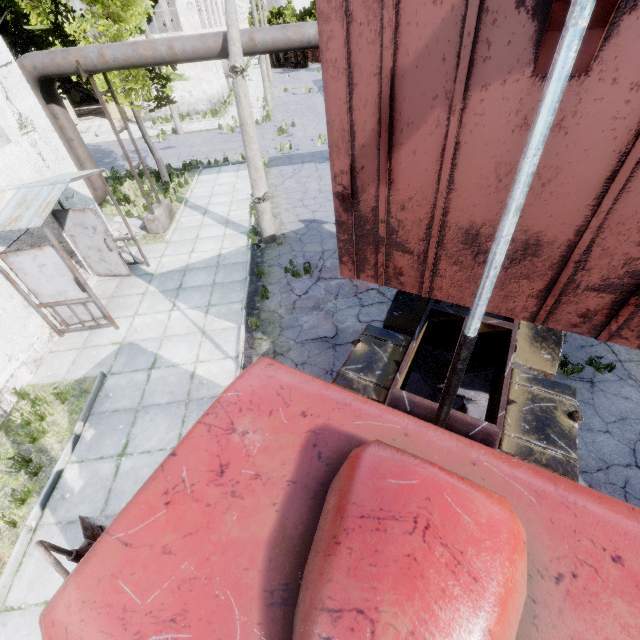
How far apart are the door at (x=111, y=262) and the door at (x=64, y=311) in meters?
1.7

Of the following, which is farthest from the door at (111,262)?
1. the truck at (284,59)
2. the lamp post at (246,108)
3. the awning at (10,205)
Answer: the truck at (284,59)

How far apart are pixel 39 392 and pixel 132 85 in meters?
11.5

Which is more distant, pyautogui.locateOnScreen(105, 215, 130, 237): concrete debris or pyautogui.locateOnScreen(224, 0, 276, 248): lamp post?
pyautogui.locateOnScreen(105, 215, 130, 237): concrete debris

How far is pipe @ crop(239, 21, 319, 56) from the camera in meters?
8.8

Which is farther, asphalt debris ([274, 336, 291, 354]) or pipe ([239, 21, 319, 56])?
pipe ([239, 21, 319, 56])

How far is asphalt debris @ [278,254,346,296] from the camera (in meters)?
8.92

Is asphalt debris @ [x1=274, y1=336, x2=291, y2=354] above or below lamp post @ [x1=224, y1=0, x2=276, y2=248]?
below
